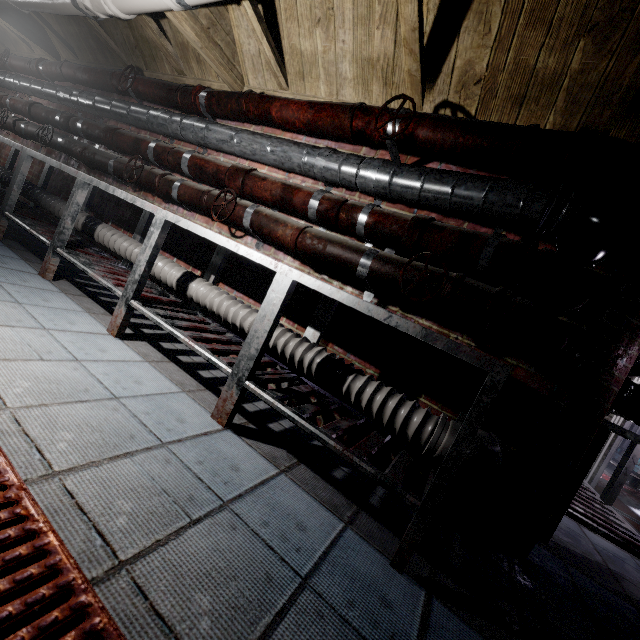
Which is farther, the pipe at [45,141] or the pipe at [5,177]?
the pipe at [5,177]

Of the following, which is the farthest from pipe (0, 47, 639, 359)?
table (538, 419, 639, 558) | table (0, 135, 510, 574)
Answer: table (538, 419, 639, 558)

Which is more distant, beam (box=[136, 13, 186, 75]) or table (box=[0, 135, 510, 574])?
beam (box=[136, 13, 186, 75])

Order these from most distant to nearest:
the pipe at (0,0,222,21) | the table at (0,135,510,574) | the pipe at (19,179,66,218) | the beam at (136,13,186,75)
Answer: the pipe at (19,179,66,218) → the beam at (136,13,186,75) → the pipe at (0,0,222,21) → the table at (0,135,510,574)

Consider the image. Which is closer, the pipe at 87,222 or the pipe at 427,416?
the pipe at 427,416

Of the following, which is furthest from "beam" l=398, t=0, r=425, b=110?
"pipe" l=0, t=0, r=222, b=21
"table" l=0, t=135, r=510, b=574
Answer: "table" l=0, t=135, r=510, b=574

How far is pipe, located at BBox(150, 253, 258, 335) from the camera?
2.07m

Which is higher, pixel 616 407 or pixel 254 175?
pixel 254 175
